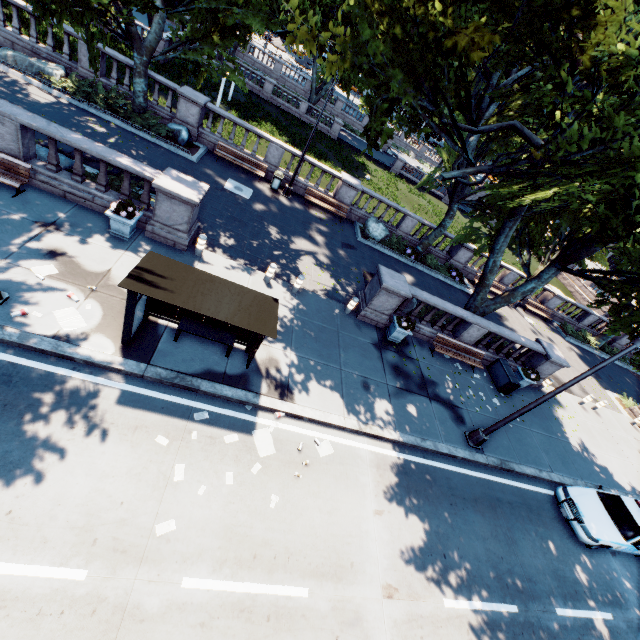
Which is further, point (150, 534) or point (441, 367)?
point (441, 367)

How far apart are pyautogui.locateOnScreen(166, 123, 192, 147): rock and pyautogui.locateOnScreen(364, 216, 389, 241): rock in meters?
11.1

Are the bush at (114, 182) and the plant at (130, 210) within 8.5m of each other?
yes

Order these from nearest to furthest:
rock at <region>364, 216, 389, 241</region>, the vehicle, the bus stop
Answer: the bus stop, the vehicle, rock at <region>364, 216, 389, 241</region>

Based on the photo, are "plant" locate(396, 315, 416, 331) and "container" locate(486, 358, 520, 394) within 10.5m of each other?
yes

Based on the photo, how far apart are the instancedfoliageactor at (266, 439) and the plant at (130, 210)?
7.7 meters

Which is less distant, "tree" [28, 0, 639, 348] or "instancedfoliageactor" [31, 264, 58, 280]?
"tree" [28, 0, 639, 348]

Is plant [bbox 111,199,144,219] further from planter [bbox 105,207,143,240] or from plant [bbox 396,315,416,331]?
plant [bbox 396,315,416,331]
